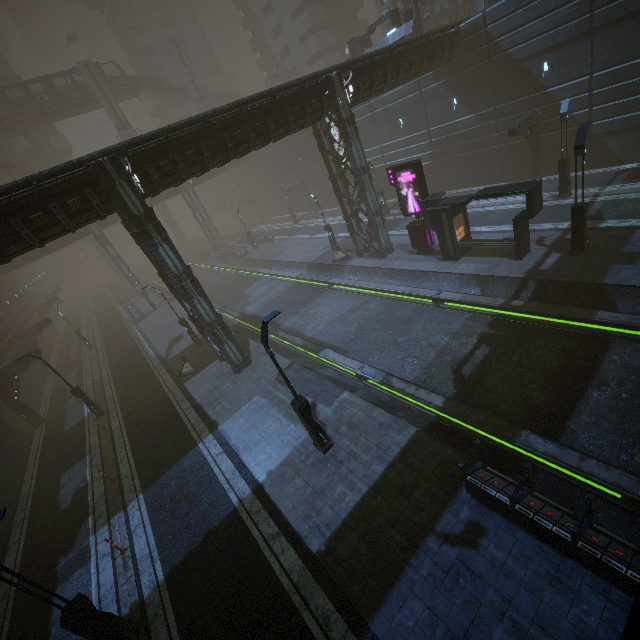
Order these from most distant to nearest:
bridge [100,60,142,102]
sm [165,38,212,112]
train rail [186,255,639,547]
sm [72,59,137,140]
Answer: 1. sm [165,38,212,112]
2. bridge [100,60,142,102]
3. sm [72,59,137,140]
4. train rail [186,255,639,547]

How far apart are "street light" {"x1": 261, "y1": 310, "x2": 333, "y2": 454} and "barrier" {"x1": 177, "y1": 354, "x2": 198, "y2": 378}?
11.5 meters

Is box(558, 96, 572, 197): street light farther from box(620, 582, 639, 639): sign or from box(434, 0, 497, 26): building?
box(620, 582, 639, 639): sign

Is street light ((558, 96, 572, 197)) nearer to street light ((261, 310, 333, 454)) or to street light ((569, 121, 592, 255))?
street light ((569, 121, 592, 255))

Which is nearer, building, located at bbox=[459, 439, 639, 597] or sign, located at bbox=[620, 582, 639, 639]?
sign, located at bbox=[620, 582, 639, 639]

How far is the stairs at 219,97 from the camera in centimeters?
5716cm

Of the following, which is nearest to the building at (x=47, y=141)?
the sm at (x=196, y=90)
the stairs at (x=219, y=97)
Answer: the stairs at (x=219, y=97)

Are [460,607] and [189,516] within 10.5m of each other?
yes
